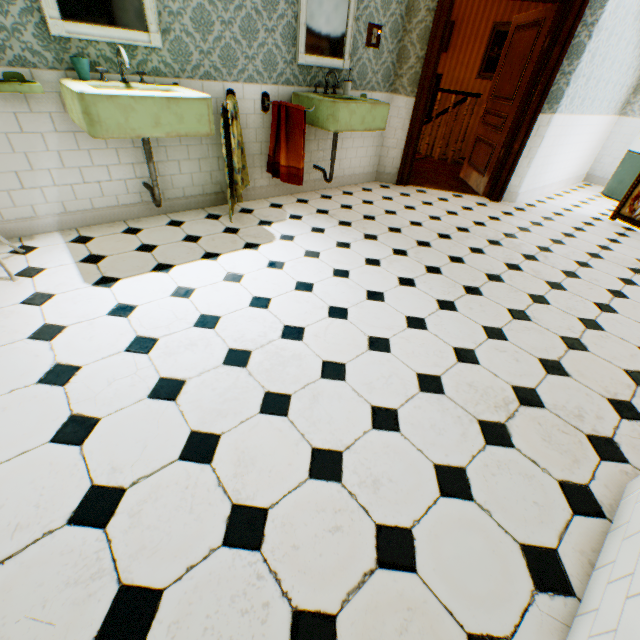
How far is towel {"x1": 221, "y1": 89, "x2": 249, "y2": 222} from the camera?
2.9m

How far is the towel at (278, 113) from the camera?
3.4 meters

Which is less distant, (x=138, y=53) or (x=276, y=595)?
(x=276, y=595)

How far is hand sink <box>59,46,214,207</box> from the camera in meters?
2.1 m

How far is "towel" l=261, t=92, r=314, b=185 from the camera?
3.4m

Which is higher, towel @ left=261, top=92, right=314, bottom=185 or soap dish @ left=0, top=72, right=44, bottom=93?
soap dish @ left=0, top=72, right=44, bottom=93

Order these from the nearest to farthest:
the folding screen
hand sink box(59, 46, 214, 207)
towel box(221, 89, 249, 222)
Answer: hand sink box(59, 46, 214, 207), towel box(221, 89, 249, 222), the folding screen

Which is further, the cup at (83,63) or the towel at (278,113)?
the towel at (278,113)
